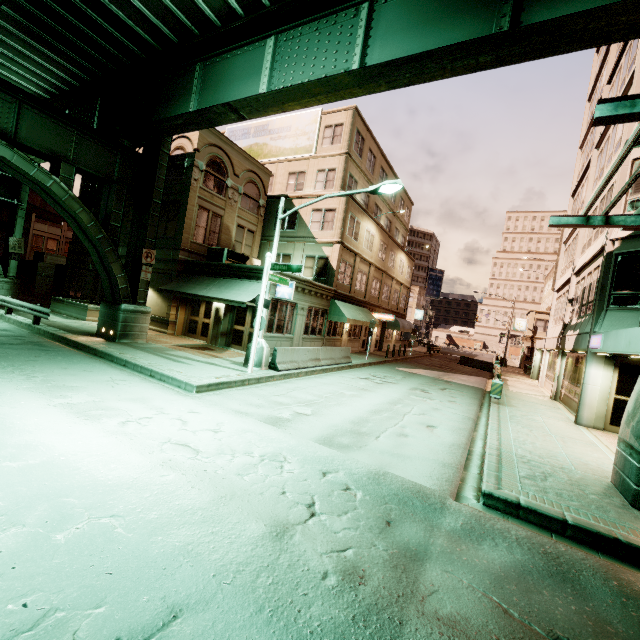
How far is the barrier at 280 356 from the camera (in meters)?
13.95

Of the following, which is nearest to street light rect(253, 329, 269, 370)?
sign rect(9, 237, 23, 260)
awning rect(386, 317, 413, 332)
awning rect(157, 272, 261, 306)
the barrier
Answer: the barrier

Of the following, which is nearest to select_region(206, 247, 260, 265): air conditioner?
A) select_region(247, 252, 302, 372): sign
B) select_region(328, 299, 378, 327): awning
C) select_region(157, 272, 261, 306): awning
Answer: select_region(157, 272, 261, 306): awning

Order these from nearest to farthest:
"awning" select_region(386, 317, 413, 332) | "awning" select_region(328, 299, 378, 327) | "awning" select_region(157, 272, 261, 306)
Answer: "awning" select_region(157, 272, 261, 306) < "awning" select_region(328, 299, 378, 327) < "awning" select_region(386, 317, 413, 332)

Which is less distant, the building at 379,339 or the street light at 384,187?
the street light at 384,187

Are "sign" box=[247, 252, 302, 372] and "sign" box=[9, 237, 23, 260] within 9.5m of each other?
no

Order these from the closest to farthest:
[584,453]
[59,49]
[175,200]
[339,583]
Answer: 1. [339,583]
2. [584,453]
3. [59,49]
4. [175,200]

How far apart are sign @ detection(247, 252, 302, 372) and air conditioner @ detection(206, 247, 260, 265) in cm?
743
